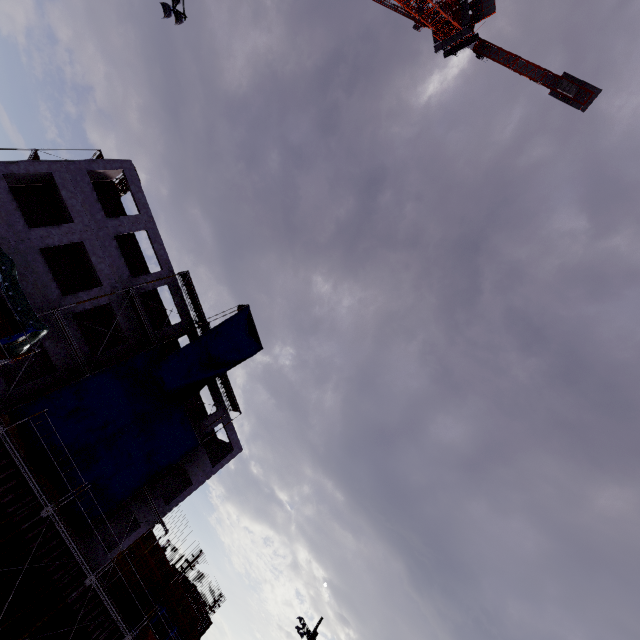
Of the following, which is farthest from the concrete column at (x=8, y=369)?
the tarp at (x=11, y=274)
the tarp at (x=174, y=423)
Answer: the tarp at (x=11, y=274)

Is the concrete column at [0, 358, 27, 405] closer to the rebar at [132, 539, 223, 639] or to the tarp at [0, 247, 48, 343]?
the rebar at [132, 539, 223, 639]

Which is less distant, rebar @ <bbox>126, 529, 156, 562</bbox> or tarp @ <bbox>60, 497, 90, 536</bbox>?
tarp @ <bbox>60, 497, 90, 536</bbox>

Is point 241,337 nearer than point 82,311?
No

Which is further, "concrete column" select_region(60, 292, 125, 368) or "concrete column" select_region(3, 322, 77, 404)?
"concrete column" select_region(60, 292, 125, 368)

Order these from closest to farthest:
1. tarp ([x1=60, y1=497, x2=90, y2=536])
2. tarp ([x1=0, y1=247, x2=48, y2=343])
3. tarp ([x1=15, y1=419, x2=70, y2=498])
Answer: tarp ([x1=0, y1=247, x2=48, y2=343]) → tarp ([x1=15, y1=419, x2=70, y2=498]) → tarp ([x1=60, y1=497, x2=90, y2=536])

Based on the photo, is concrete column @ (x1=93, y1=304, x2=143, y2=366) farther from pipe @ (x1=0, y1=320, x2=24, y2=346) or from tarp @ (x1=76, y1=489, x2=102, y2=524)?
pipe @ (x1=0, y1=320, x2=24, y2=346)

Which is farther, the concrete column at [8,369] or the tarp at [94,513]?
the tarp at [94,513]
